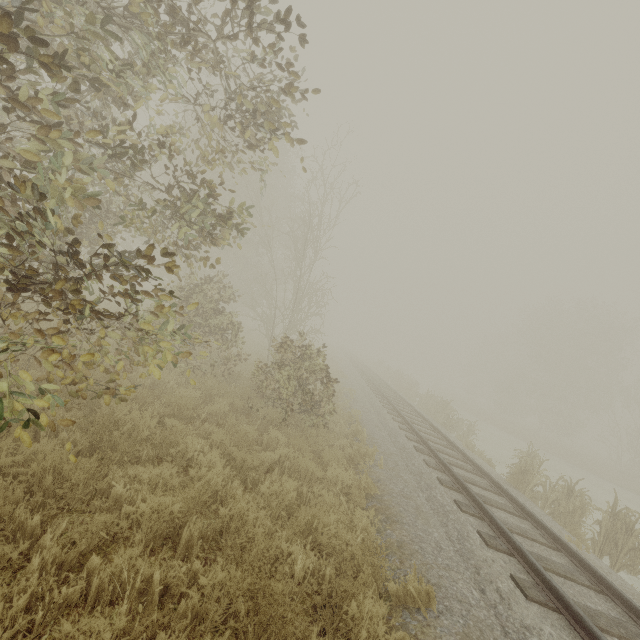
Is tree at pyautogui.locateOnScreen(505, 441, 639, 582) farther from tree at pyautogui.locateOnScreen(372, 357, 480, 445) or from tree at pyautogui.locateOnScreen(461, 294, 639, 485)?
tree at pyautogui.locateOnScreen(461, 294, 639, 485)

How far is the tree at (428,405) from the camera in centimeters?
1684cm

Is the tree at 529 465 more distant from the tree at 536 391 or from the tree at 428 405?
the tree at 536 391

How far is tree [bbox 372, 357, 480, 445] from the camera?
16.8m

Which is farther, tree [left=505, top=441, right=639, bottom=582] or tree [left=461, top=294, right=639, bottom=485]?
tree [left=461, top=294, right=639, bottom=485]

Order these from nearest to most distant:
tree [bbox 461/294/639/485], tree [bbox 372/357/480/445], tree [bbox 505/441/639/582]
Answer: tree [bbox 505/441/639/582], tree [bbox 372/357/480/445], tree [bbox 461/294/639/485]

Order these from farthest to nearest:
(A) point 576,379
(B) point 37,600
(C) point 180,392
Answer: (A) point 576,379 < (C) point 180,392 < (B) point 37,600

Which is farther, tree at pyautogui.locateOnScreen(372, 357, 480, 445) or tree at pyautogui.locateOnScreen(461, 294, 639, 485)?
tree at pyautogui.locateOnScreen(461, 294, 639, 485)
